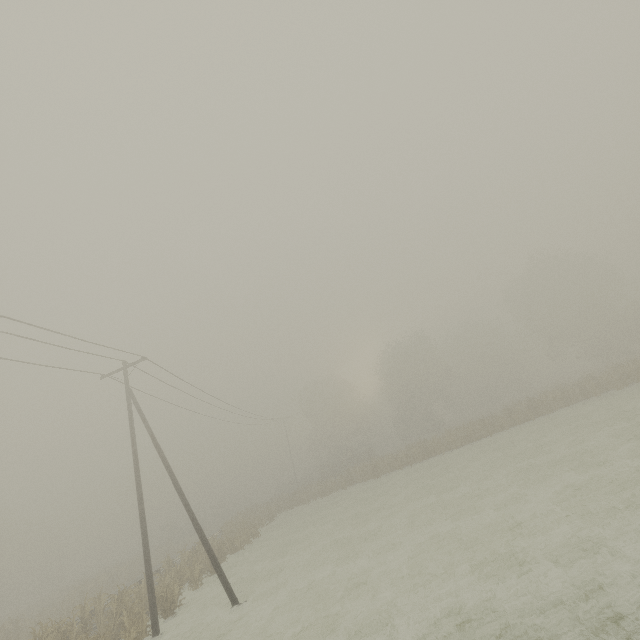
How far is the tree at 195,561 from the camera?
15.5 meters

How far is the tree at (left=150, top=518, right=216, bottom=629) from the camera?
15.53m

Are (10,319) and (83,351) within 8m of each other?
yes
